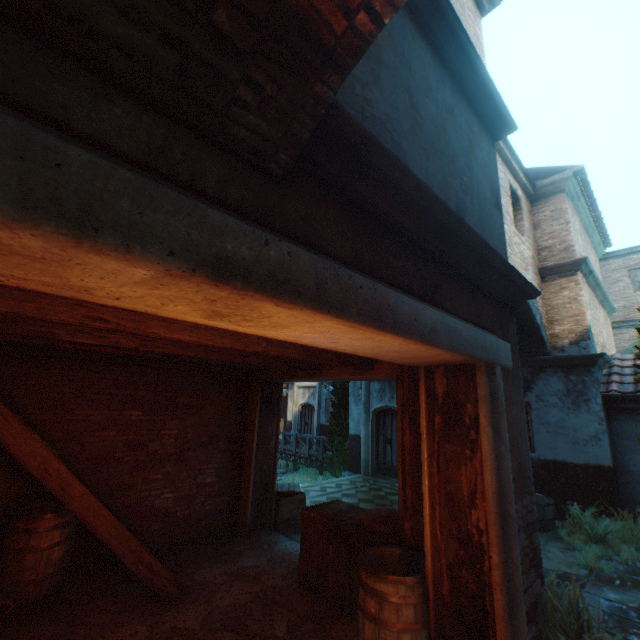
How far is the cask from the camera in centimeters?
695cm

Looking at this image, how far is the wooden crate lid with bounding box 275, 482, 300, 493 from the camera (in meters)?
6.88

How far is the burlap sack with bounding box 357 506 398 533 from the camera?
3.9m

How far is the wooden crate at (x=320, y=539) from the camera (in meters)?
3.83

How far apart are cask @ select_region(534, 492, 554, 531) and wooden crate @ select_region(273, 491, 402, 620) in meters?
4.4 m

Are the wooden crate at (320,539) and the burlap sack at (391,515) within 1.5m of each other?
yes

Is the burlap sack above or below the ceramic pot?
above

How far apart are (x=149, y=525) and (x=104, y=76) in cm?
624
